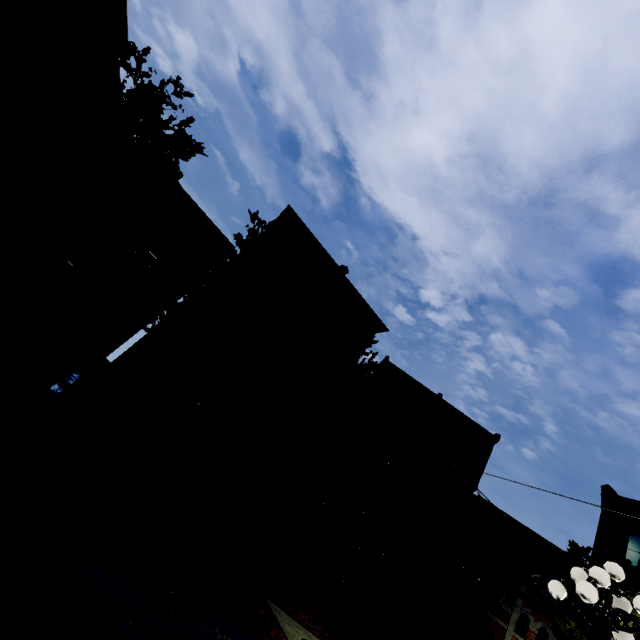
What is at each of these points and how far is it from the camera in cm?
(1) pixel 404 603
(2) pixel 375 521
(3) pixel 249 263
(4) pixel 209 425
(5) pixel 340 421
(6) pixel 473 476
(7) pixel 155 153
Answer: (1) building, 1922
(2) tree, 1706
(3) tree, 1510
(4) building, 1816
(5) tree, 1645
(6) building, 2311
(7) tree, 1342

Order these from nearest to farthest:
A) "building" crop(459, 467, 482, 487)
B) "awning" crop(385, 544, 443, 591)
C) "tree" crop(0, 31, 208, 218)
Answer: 1. "tree" crop(0, 31, 208, 218)
2. "awning" crop(385, 544, 443, 591)
3. "building" crop(459, 467, 482, 487)

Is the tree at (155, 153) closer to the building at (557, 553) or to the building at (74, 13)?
the building at (557, 553)

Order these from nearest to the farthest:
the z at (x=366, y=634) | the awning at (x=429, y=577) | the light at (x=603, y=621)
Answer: the light at (x=603, y=621)
the z at (x=366, y=634)
the awning at (x=429, y=577)

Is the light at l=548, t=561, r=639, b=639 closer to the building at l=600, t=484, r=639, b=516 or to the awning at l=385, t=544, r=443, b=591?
the awning at l=385, t=544, r=443, b=591

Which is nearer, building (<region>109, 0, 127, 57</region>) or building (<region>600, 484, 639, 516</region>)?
building (<region>109, 0, 127, 57</region>)

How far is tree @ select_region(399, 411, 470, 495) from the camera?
18.5m

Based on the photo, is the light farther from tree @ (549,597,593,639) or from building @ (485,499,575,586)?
building @ (485,499,575,586)
